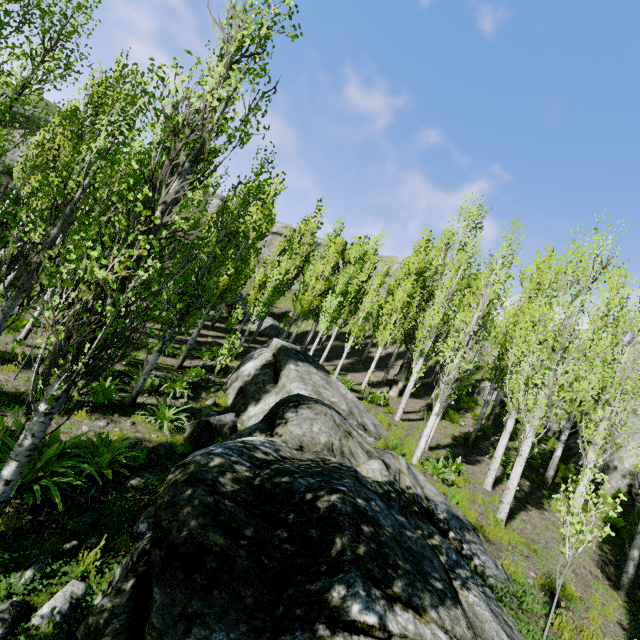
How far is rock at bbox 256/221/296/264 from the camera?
45.5 meters

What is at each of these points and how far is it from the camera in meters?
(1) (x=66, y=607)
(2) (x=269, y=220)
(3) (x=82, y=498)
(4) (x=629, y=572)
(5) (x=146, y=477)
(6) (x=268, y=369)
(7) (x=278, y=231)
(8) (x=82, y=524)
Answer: (1) rock, 3.3 m
(2) instancedfoliageactor, 14.1 m
(3) rock, 4.8 m
(4) instancedfoliageactor, 8.1 m
(5) rock, 5.8 m
(6) rock, 11.5 m
(7) rock, 45.8 m
(8) rock, 4.4 m

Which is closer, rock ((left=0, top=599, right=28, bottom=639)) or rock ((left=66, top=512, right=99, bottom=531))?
rock ((left=0, top=599, right=28, bottom=639))

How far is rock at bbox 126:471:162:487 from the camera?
5.5 meters

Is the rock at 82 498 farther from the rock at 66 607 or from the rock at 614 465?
the rock at 614 465

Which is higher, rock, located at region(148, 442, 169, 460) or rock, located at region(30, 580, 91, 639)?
rock, located at region(148, 442, 169, 460)

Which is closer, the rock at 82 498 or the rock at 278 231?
the rock at 82 498
